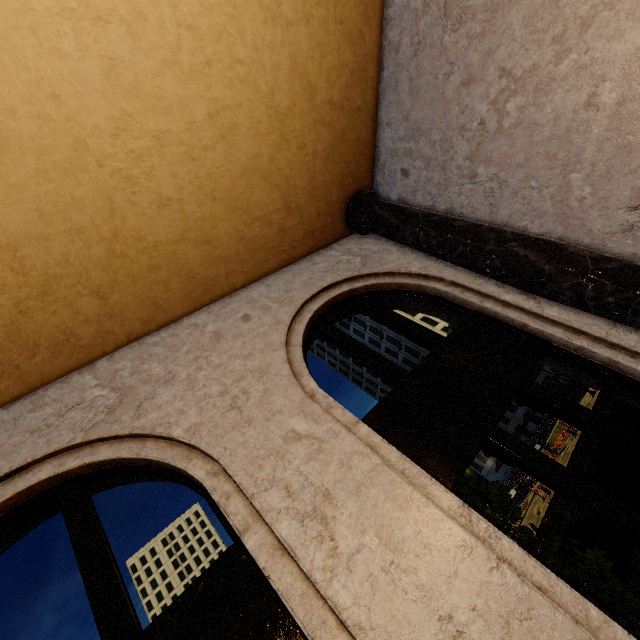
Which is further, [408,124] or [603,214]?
[408,124]

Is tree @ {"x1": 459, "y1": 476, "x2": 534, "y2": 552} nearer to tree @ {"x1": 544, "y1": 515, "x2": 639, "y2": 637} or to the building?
tree @ {"x1": 544, "y1": 515, "x2": 639, "y2": 637}

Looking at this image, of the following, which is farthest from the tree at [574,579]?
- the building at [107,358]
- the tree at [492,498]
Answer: the building at [107,358]

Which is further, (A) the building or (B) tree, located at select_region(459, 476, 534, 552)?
(B) tree, located at select_region(459, 476, 534, 552)

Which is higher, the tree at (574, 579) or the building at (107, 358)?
the building at (107, 358)

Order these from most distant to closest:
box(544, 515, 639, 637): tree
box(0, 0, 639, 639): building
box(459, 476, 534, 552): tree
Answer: box(459, 476, 534, 552): tree
box(544, 515, 639, 637): tree
box(0, 0, 639, 639): building

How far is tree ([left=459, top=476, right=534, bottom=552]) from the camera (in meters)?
4.72
